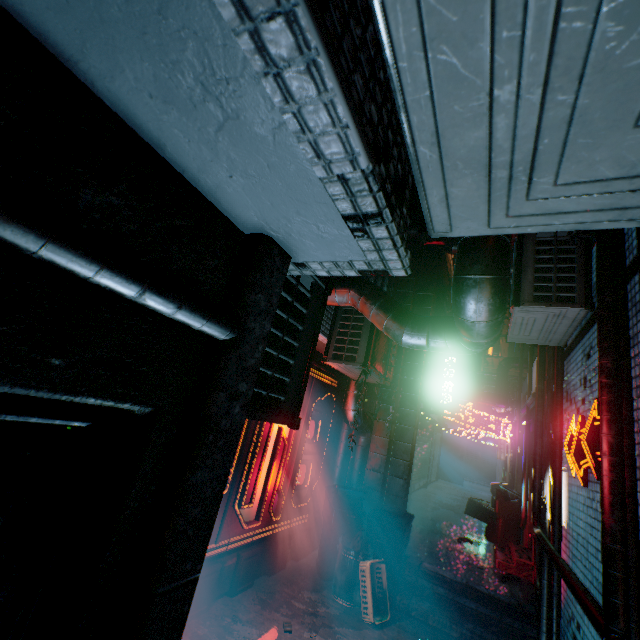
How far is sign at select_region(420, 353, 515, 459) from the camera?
6.4 meters

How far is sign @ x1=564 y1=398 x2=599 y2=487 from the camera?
2.5 meters

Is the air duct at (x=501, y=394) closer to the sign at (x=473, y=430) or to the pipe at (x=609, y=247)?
the sign at (x=473, y=430)

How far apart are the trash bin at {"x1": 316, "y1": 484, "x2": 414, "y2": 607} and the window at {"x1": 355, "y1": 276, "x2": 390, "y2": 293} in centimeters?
280cm

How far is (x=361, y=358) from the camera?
3.8 meters

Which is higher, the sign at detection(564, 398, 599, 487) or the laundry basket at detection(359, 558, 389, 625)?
the sign at detection(564, 398, 599, 487)

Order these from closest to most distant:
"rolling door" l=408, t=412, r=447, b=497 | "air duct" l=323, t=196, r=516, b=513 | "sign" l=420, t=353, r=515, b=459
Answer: "air duct" l=323, t=196, r=516, b=513 < "sign" l=420, t=353, r=515, b=459 < "rolling door" l=408, t=412, r=447, b=497

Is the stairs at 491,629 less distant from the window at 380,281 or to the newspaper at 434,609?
the newspaper at 434,609
